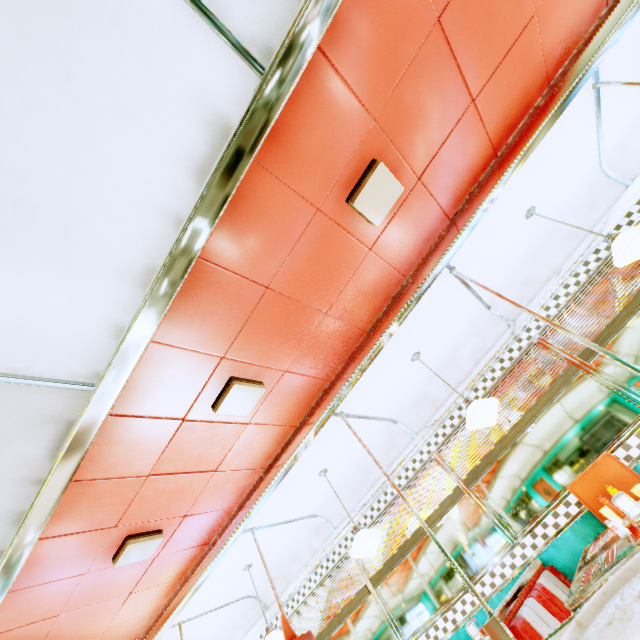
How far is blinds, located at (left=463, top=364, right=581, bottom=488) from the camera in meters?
3.6 m

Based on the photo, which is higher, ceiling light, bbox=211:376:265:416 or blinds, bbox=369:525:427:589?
ceiling light, bbox=211:376:265:416

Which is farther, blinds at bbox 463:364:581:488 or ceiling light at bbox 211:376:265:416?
blinds at bbox 463:364:581:488

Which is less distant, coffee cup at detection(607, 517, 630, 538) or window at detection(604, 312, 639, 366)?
coffee cup at detection(607, 517, 630, 538)

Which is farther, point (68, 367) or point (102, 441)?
point (102, 441)

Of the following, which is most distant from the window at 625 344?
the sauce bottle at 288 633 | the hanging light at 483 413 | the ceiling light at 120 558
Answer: the sauce bottle at 288 633

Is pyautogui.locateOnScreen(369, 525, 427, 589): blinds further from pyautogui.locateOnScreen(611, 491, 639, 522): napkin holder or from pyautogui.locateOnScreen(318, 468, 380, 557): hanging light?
pyautogui.locateOnScreen(611, 491, 639, 522): napkin holder

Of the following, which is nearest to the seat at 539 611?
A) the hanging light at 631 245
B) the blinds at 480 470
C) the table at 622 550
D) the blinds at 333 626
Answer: the table at 622 550
